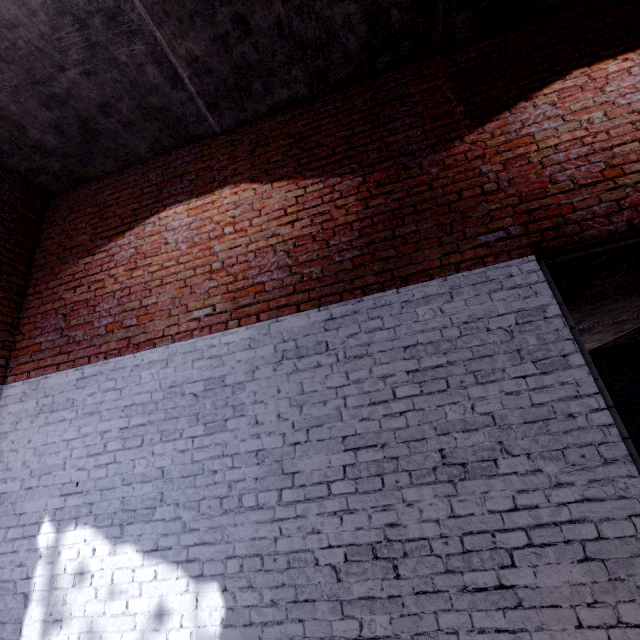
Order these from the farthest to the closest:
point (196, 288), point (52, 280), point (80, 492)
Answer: point (52, 280) < point (196, 288) < point (80, 492)
